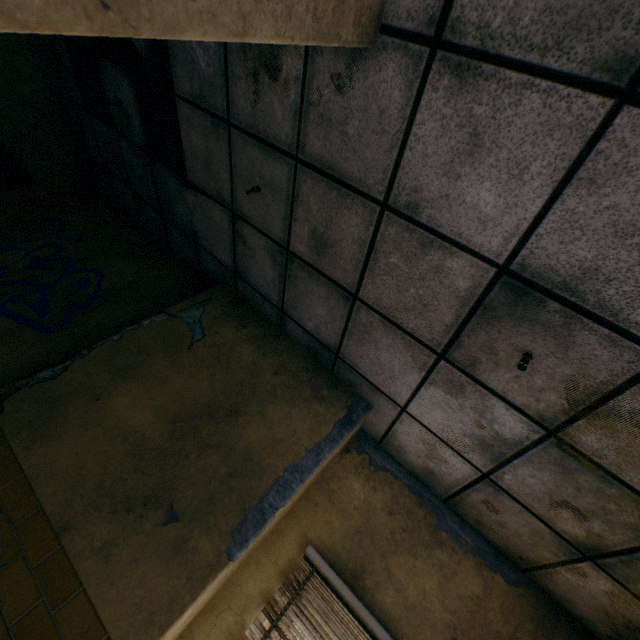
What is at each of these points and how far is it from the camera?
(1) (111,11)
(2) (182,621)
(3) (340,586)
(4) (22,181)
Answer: (1) column, 0.72m
(2) wall pilaster, 1.72m
(3) blinds, 2.12m
(4) banner, 3.95m

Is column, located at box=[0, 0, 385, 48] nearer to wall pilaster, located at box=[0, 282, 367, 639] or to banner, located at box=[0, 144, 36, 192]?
wall pilaster, located at box=[0, 282, 367, 639]

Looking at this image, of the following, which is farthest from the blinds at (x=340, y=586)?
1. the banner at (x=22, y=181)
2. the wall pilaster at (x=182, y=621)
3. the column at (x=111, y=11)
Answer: the banner at (x=22, y=181)

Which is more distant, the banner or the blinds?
the banner

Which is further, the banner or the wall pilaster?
the banner

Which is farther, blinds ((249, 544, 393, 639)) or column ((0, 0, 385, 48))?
blinds ((249, 544, 393, 639))

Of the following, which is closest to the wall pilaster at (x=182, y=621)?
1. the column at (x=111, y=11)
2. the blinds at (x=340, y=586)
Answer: the blinds at (x=340, y=586)

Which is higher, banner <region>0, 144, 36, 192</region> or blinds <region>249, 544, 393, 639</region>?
banner <region>0, 144, 36, 192</region>
